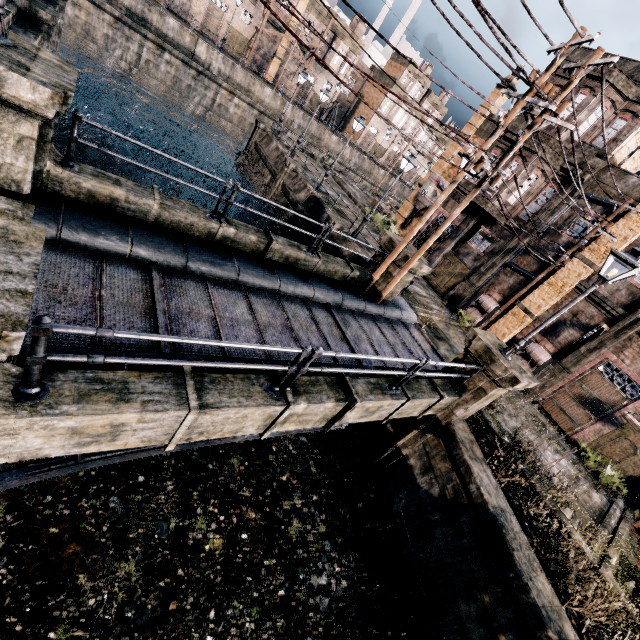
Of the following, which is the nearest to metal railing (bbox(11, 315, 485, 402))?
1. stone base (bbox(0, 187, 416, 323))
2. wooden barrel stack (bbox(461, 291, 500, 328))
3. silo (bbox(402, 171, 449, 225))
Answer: stone base (bbox(0, 187, 416, 323))

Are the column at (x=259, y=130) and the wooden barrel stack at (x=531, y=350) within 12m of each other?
no

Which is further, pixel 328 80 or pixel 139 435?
pixel 328 80

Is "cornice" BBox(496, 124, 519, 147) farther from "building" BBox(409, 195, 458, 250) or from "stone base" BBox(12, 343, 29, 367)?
"stone base" BBox(12, 343, 29, 367)

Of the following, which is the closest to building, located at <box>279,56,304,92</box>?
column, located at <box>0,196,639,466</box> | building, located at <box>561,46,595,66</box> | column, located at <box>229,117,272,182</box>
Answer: column, located at <box>229,117,272,182</box>

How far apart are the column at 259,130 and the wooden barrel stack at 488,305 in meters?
24.2 m

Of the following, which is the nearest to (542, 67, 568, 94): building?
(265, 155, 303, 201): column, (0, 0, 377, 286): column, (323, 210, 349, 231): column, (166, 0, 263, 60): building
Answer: (323, 210, 349, 231): column

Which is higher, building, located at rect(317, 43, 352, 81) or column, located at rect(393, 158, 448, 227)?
building, located at rect(317, 43, 352, 81)
